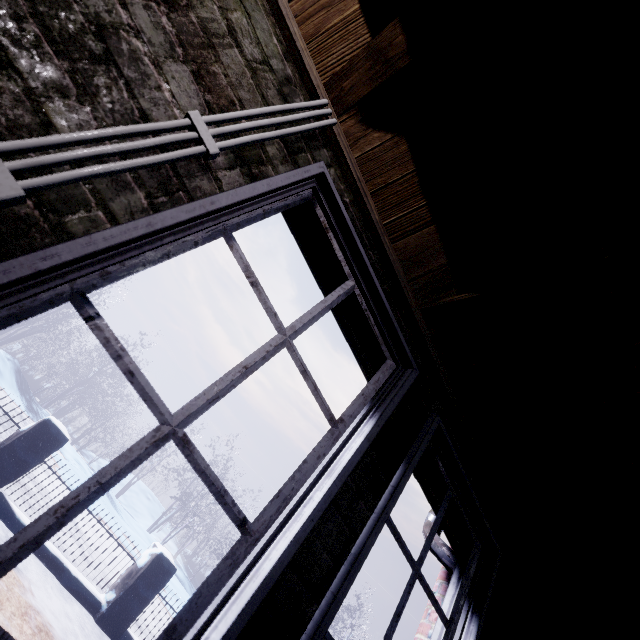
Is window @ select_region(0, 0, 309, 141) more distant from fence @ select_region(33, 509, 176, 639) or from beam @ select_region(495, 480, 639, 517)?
fence @ select_region(33, 509, 176, 639)

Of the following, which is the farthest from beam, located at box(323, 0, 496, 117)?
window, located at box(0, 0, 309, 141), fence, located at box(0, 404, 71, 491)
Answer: fence, located at box(0, 404, 71, 491)

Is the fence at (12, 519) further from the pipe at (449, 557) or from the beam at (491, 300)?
the beam at (491, 300)

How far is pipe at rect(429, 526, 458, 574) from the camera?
1.77m

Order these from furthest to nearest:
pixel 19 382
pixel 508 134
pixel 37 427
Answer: pixel 19 382, pixel 37 427, pixel 508 134

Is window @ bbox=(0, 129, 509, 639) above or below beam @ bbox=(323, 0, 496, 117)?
below

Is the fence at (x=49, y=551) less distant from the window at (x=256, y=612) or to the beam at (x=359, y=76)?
the window at (x=256, y=612)

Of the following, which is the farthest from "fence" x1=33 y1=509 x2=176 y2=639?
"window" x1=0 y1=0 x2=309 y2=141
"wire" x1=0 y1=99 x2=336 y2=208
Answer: "wire" x1=0 y1=99 x2=336 y2=208
